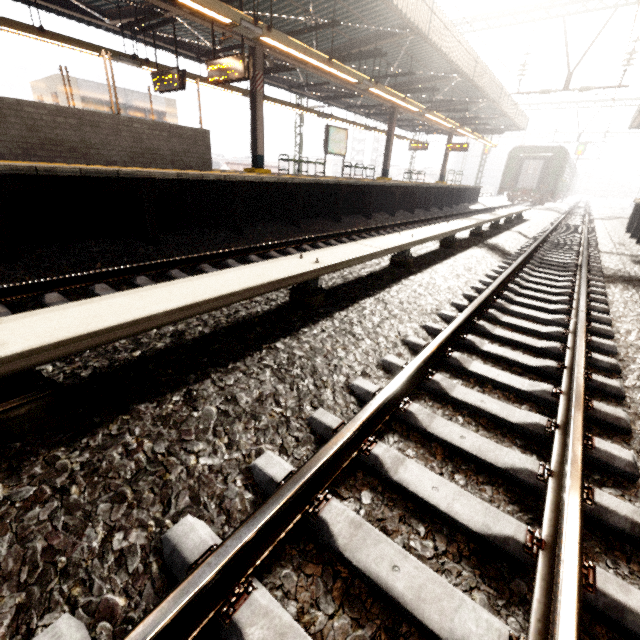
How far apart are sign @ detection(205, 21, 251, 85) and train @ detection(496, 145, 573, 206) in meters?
25.9

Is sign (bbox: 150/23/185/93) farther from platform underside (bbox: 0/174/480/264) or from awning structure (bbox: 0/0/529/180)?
platform underside (bbox: 0/174/480/264)

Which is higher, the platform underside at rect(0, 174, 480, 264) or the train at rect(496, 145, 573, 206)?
the train at rect(496, 145, 573, 206)

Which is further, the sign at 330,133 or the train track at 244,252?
the sign at 330,133

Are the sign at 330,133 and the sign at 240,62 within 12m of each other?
yes

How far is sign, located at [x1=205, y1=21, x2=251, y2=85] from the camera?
7.8m

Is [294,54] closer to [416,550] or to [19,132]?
[19,132]

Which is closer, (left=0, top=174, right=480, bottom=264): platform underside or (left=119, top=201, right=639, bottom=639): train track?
(left=119, top=201, right=639, bottom=639): train track
